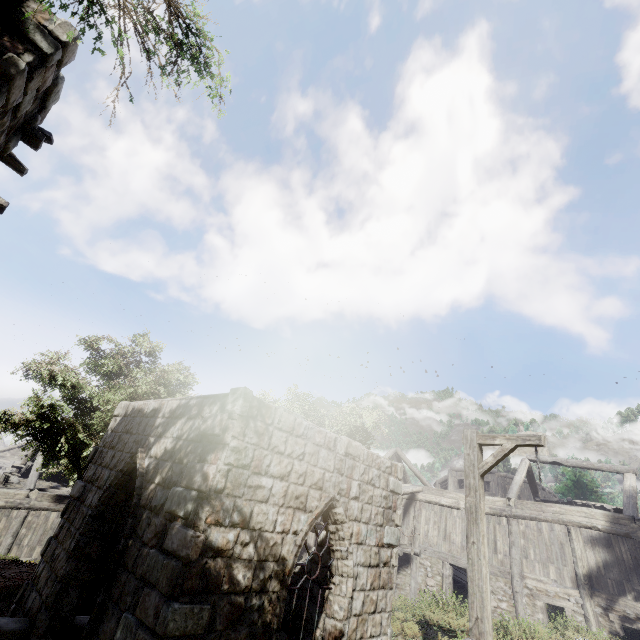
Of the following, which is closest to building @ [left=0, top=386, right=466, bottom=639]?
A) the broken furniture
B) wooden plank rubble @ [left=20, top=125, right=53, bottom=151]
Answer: wooden plank rubble @ [left=20, top=125, right=53, bottom=151]

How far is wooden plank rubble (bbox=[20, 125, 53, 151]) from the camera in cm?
548

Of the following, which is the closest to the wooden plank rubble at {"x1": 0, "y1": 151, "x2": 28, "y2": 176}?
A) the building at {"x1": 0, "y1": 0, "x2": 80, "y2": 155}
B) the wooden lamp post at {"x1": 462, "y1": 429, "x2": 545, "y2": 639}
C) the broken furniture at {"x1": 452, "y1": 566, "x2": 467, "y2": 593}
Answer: the building at {"x1": 0, "y1": 0, "x2": 80, "y2": 155}

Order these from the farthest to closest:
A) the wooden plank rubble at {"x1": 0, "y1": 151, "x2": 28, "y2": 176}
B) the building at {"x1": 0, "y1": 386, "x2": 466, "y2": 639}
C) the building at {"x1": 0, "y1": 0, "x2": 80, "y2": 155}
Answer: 1. the wooden plank rubble at {"x1": 0, "y1": 151, "x2": 28, "y2": 176}
2. the building at {"x1": 0, "y1": 386, "x2": 466, "y2": 639}
3. the building at {"x1": 0, "y1": 0, "x2": 80, "y2": 155}

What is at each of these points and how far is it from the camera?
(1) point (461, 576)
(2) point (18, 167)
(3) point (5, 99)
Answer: (1) broken furniture, 19.2m
(2) wooden plank rubble, 6.2m
(3) building, 4.2m

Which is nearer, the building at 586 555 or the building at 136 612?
the building at 136 612

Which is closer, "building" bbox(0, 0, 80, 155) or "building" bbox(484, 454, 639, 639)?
"building" bbox(0, 0, 80, 155)

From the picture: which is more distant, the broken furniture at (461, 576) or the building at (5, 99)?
the broken furniture at (461, 576)
